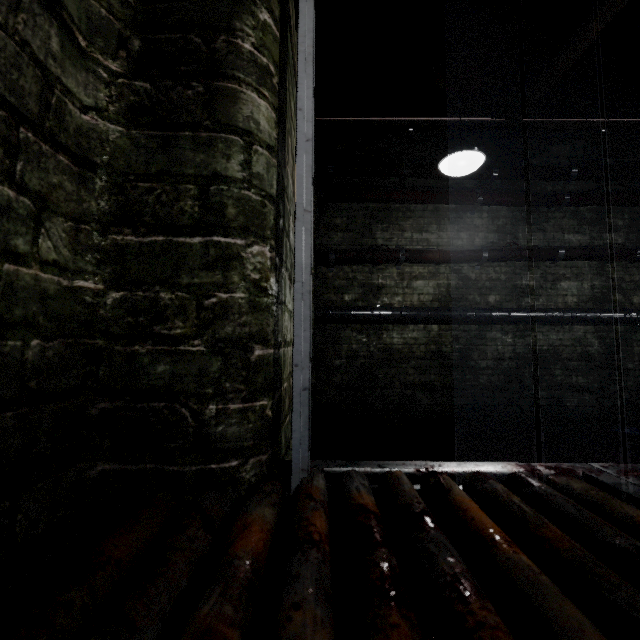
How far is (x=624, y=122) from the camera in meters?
4.5 m

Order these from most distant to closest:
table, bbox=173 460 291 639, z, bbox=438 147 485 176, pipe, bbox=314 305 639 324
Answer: pipe, bbox=314 305 639 324 → z, bbox=438 147 485 176 → table, bbox=173 460 291 639

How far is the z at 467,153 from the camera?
2.33m

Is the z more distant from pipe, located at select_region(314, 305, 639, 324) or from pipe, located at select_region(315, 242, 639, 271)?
pipe, located at select_region(314, 305, 639, 324)

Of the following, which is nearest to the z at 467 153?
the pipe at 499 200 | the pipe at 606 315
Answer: the pipe at 499 200

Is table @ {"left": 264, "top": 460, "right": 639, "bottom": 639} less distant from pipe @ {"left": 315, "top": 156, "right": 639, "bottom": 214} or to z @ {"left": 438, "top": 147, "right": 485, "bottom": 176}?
pipe @ {"left": 315, "top": 156, "right": 639, "bottom": 214}

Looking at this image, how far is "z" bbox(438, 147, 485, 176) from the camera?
2.3m
